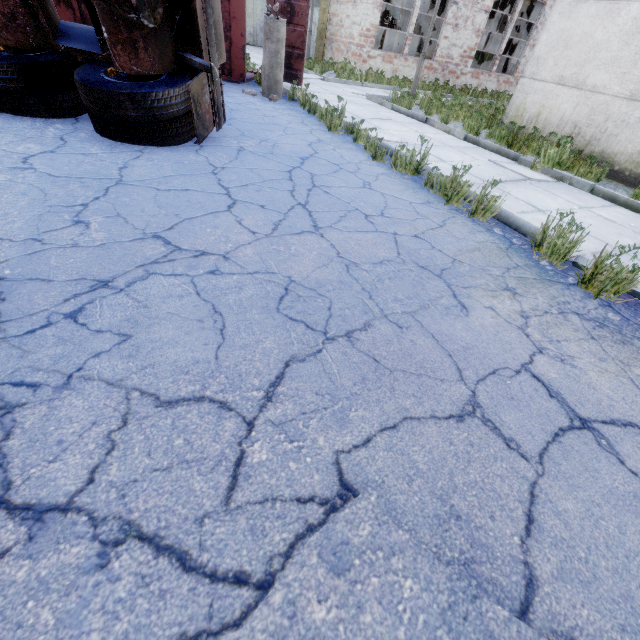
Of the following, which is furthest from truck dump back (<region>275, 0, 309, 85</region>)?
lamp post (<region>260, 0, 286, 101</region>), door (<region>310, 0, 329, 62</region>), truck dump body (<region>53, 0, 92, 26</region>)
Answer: door (<region>310, 0, 329, 62</region>)

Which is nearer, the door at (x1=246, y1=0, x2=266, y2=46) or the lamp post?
the lamp post

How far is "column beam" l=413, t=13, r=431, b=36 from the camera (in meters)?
17.55

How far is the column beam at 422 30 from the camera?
17.5m

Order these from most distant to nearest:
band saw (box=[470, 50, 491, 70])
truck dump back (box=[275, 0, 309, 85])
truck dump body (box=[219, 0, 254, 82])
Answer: band saw (box=[470, 50, 491, 70]), truck dump back (box=[275, 0, 309, 85]), truck dump body (box=[219, 0, 254, 82])

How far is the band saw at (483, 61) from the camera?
18.12m

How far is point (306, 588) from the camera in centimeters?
97cm

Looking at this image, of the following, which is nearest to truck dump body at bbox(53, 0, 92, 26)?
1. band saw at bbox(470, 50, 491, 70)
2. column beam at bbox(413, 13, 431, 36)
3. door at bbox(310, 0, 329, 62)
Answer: door at bbox(310, 0, 329, 62)
